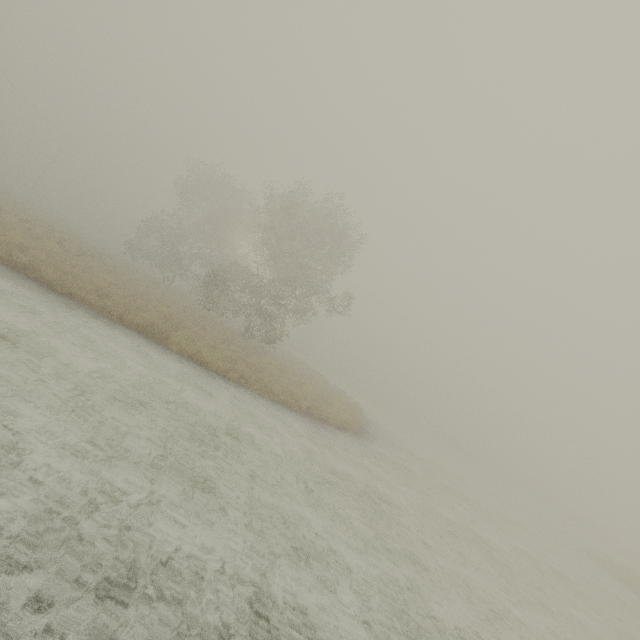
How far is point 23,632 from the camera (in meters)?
2.55
